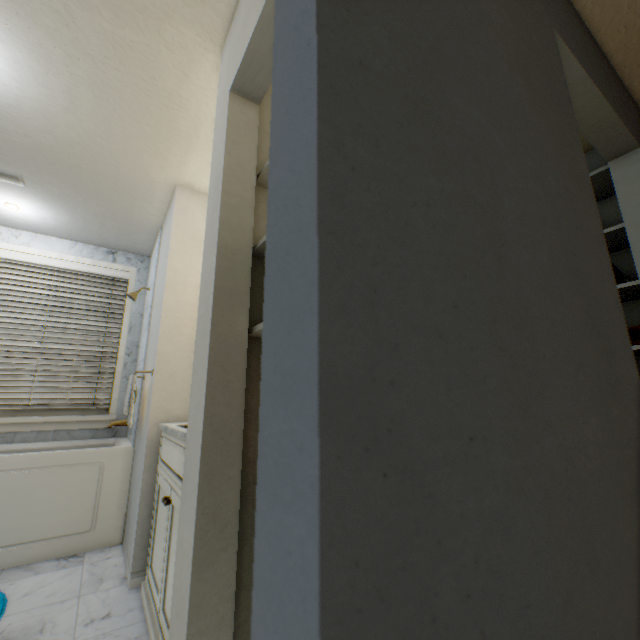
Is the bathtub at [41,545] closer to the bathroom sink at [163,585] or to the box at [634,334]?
the bathroom sink at [163,585]

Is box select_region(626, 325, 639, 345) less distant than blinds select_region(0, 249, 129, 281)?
Yes

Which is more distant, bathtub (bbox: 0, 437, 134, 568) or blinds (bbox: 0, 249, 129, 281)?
blinds (bbox: 0, 249, 129, 281)

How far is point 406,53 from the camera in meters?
0.5

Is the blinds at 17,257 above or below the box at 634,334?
above

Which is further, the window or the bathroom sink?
the window

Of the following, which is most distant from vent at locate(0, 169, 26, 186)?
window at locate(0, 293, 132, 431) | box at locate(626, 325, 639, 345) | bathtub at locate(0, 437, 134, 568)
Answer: box at locate(626, 325, 639, 345)

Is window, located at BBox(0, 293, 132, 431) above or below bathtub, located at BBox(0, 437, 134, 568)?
above
